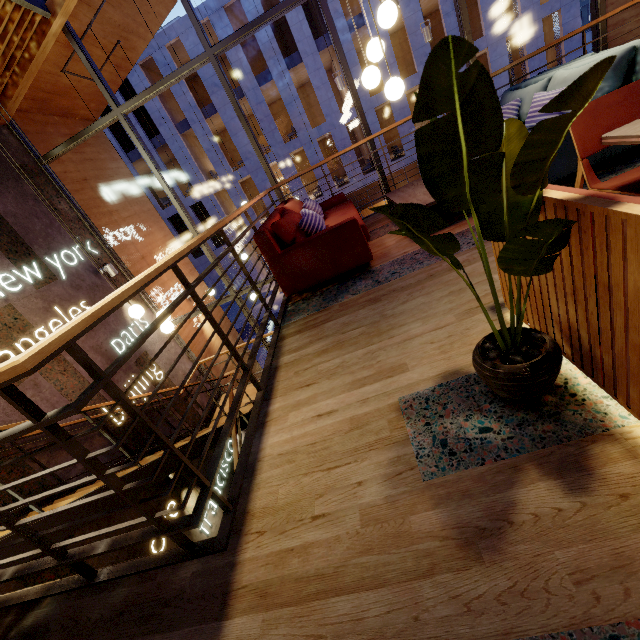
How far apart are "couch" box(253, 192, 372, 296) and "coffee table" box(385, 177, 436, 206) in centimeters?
49cm

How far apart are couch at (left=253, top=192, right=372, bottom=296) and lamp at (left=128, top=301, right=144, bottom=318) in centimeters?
189cm

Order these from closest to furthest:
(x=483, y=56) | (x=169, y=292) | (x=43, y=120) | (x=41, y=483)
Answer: (x=41, y=483), (x=43, y=120), (x=169, y=292), (x=483, y=56)

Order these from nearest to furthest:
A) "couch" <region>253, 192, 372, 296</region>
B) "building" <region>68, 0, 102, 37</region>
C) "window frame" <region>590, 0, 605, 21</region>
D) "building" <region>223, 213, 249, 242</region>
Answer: "couch" <region>253, 192, 372, 296</region>
"window frame" <region>590, 0, 605, 21</region>
"building" <region>68, 0, 102, 37</region>
"building" <region>223, 213, 249, 242</region>

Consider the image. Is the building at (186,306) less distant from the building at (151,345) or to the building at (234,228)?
the building at (151,345)

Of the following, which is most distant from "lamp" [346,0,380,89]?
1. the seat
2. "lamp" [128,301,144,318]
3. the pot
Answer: "lamp" [128,301,144,318]

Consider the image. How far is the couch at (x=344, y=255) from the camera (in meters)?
3.30

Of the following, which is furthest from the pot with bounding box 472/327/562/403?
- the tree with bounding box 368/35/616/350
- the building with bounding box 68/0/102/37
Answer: the building with bounding box 68/0/102/37
